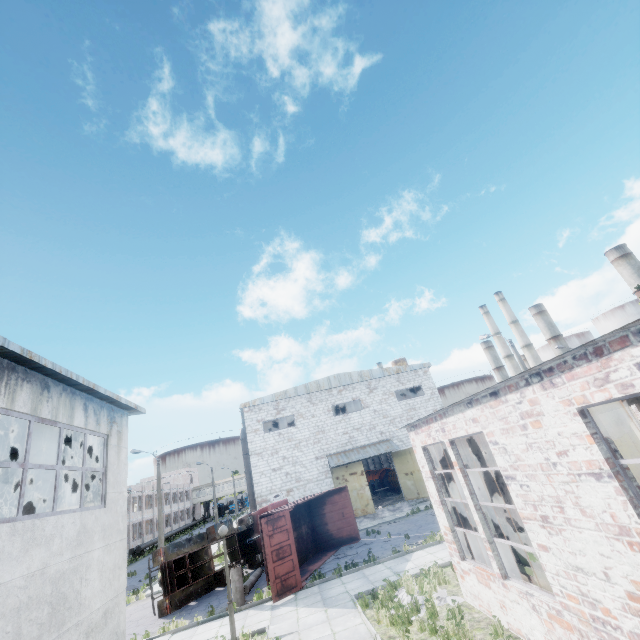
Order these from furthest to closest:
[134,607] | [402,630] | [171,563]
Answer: [134,607]
[171,563]
[402,630]

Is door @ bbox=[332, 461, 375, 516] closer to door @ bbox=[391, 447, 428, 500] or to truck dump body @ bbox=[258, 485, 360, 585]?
door @ bbox=[391, 447, 428, 500]

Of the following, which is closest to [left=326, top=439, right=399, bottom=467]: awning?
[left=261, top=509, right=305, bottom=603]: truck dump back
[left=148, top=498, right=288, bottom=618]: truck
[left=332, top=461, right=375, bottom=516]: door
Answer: [left=332, top=461, right=375, bottom=516]: door

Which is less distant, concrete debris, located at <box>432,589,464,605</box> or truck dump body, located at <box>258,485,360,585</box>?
concrete debris, located at <box>432,589,464,605</box>

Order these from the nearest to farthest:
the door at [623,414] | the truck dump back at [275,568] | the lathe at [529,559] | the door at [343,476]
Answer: the lathe at [529,559] → the door at [623,414] → the truck dump back at [275,568] → the door at [343,476]

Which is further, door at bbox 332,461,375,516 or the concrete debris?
door at bbox 332,461,375,516

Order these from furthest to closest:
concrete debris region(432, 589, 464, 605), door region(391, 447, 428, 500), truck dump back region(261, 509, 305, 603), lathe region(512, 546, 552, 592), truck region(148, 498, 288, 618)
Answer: door region(391, 447, 428, 500) < truck region(148, 498, 288, 618) < truck dump back region(261, 509, 305, 603) < concrete debris region(432, 589, 464, 605) < lathe region(512, 546, 552, 592)

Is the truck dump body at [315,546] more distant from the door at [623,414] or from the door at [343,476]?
the door at [623,414]
